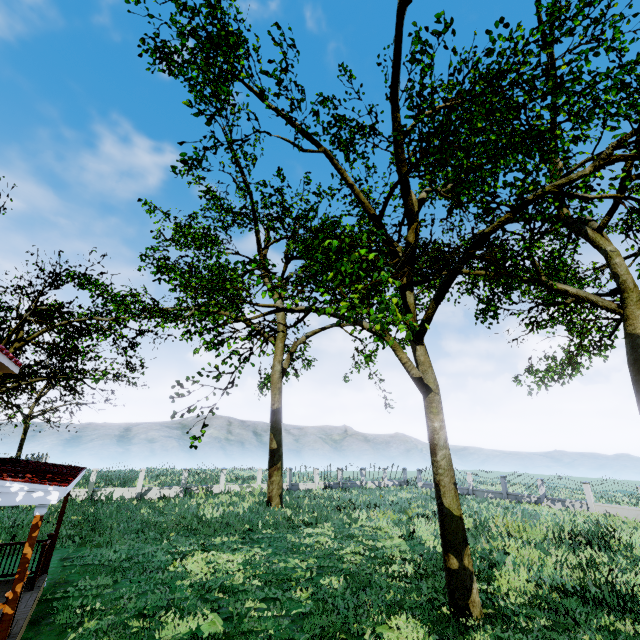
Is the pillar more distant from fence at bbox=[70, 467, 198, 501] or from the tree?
fence at bbox=[70, 467, 198, 501]

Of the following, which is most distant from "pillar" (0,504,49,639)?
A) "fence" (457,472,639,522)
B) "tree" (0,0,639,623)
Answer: "fence" (457,472,639,522)

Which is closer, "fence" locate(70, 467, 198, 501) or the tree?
the tree

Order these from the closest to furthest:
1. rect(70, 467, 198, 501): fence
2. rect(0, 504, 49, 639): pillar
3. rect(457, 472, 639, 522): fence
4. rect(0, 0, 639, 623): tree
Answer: rect(0, 504, 49, 639): pillar
rect(0, 0, 639, 623): tree
rect(457, 472, 639, 522): fence
rect(70, 467, 198, 501): fence

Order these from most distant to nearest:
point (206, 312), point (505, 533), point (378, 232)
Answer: point (505, 533)
point (206, 312)
point (378, 232)

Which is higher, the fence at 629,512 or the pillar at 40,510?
the pillar at 40,510

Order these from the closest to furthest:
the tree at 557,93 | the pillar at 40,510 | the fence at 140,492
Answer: the pillar at 40,510 < the tree at 557,93 < the fence at 140,492

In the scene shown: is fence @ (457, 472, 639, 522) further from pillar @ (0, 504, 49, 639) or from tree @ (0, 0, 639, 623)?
pillar @ (0, 504, 49, 639)
